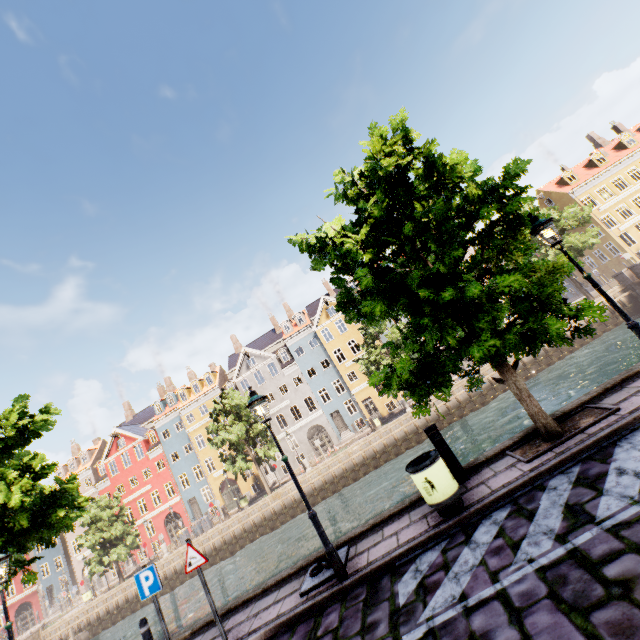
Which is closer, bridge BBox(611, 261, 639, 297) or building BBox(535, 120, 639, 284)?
bridge BBox(611, 261, 639, 297)

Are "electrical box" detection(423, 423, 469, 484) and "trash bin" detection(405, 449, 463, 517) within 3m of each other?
yes

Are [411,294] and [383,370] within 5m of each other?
yes

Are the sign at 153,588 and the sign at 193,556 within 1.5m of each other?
yes

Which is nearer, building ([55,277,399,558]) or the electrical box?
the electrical box

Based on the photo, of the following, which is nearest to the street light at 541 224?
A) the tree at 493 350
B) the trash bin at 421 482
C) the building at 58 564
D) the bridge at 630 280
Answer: the tree at 493 350

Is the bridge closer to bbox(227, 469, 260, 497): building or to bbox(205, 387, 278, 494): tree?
bbox(205, 387, 278, 494): tree

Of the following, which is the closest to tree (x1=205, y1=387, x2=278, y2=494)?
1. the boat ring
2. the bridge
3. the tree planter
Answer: the tree planter
